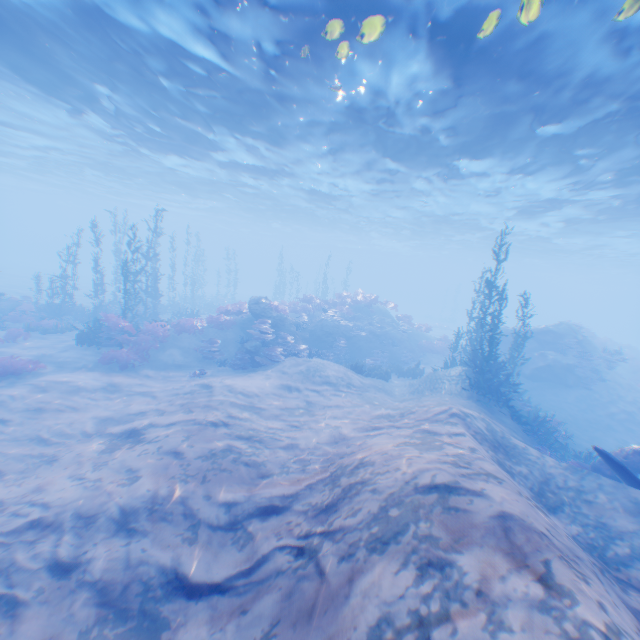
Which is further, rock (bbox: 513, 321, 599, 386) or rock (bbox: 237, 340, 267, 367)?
rock (bbox: 513, 321, 599, 386)

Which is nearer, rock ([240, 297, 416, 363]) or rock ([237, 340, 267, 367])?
rock ([237, 340, 267, 367])

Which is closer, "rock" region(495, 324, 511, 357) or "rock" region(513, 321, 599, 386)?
"rock" region(513, 321, 599, 386)

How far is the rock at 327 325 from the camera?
19.69m

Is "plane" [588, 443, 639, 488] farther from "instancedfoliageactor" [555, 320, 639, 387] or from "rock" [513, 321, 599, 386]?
"instancedfoliageactor" [555, 320, 639, 387]

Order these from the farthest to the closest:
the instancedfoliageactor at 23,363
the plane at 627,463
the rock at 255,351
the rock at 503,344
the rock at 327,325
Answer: the rock at 503,344, the rock at 327,325, the rock at 255,351, the instancedfoliageactor at 23,363, the plane at 627,463

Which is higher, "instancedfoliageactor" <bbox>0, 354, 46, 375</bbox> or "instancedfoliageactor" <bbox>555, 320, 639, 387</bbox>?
"instancedfoliageactor" <bbox>555, 320, 639, 387</bbox>

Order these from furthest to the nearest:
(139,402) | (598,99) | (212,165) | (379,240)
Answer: (379,240), (212,165), (139,402), (598,99)
